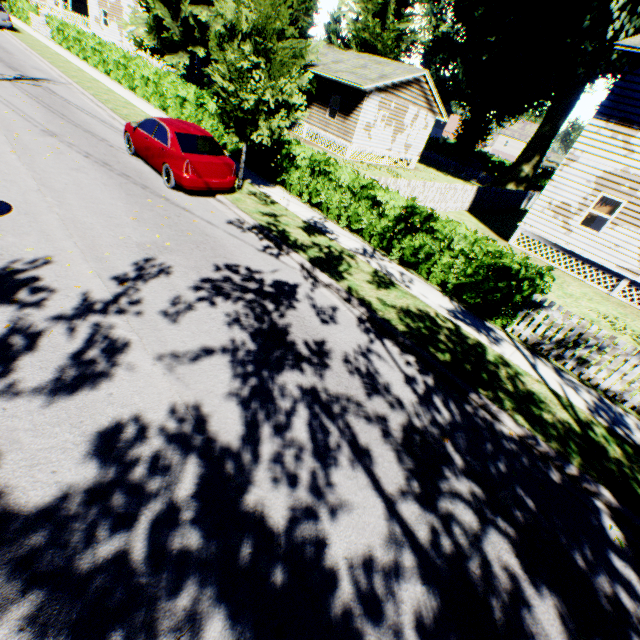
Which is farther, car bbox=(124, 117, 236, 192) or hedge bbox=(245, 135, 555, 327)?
car bbox=(124, 117, 236, 192)

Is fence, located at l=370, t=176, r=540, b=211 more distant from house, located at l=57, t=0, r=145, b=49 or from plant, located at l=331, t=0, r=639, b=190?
house, located at l=57, t=0, r=145, b=49

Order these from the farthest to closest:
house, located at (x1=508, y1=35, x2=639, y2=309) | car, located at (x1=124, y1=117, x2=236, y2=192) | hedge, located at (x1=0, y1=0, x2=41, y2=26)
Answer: hedge, located at (x1=0, y1=0, x2=41, y2=26), house, located at (x1=508, y1=35, x2=639, y2=309), car, located at (x1=124, y1=117, x2=236, y2=192)

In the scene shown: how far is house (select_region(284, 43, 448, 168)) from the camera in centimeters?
2209cm

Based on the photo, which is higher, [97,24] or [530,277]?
[97,24]

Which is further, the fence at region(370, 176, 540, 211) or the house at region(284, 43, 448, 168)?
the house at region(284, 43, 448, 168)

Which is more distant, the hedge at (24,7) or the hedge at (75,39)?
the hedge at (24,7)

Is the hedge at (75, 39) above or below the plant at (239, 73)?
below
